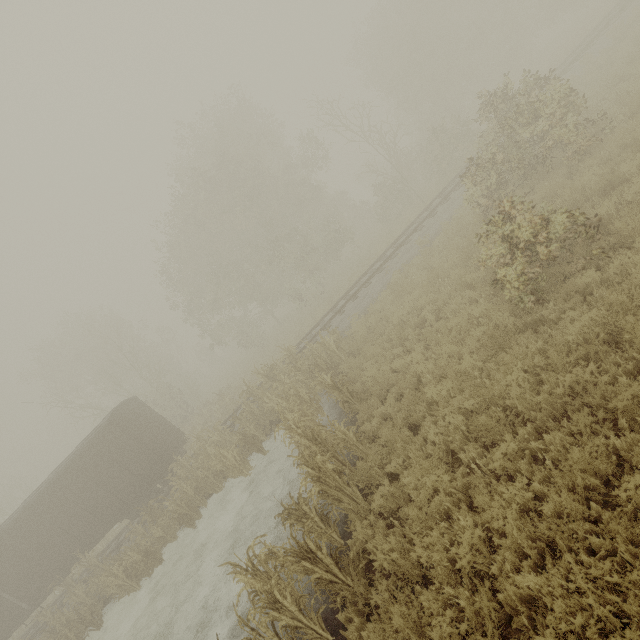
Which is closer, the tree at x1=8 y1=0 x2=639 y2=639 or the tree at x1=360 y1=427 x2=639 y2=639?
the tree at x1=360 y1=427 x2=639 y2=639

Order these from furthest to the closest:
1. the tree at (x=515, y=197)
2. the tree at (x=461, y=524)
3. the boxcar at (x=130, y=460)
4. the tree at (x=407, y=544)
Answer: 1. the boxcar at (x=130, y=460)
2. the tree at (x=515, y=197)
3. the tree at (x=407, y=544)
4. the tree at (x=461, y=524)

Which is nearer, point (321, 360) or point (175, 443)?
point (321, 360)

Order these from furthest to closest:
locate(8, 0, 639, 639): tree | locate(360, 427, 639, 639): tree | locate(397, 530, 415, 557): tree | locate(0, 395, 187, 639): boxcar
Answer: locate(0, 395, 187, 639): boxcar
locate(8, 0, 639, 639): tree
locate(397, 530, 415, 557): tree
locate(360, 427, 639, 639): tree

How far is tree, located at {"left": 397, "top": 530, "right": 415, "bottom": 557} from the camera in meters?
4.9 m

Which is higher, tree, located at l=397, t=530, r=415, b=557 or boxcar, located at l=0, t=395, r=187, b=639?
boxcar, located at l=0, t=395, r=187, b=639

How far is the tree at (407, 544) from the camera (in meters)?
4.94
